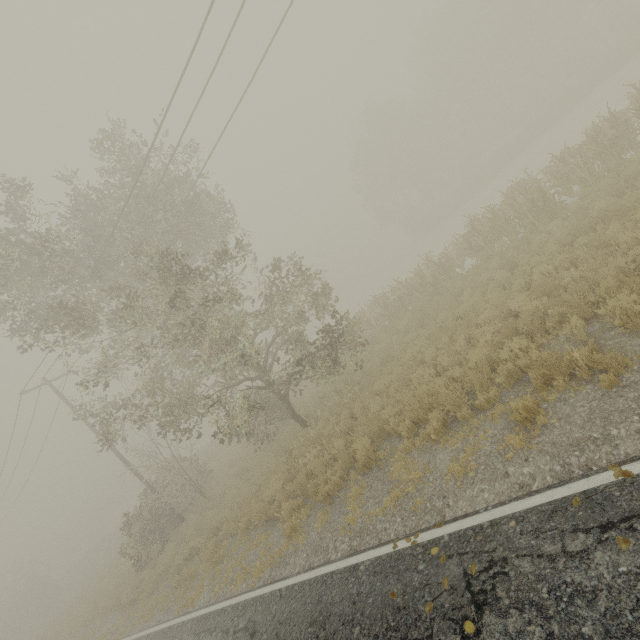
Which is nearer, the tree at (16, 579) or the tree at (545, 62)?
the tree at (16, 579)

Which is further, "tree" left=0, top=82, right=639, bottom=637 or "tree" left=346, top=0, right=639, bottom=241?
"tree" left=346, top=0, right=639, bottom=241

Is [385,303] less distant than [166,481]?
Yes
